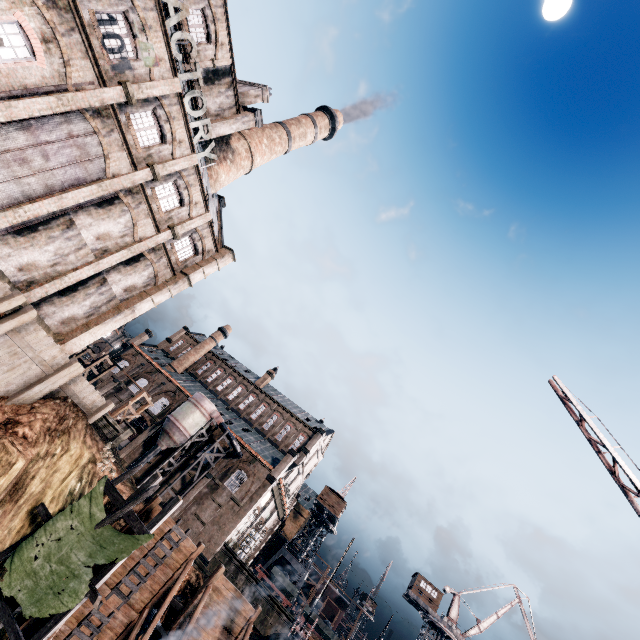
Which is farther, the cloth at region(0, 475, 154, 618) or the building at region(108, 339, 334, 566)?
the building at region(108, 339, 334, 566)

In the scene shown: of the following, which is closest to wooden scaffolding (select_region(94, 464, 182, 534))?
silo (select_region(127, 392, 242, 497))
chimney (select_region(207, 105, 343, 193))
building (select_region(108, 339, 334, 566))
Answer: silo (select_region(127, 392, 242, 497))

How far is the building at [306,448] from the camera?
40.2m

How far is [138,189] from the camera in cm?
2180

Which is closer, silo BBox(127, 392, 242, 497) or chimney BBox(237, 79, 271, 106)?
chimney BBox(237, 79, 271, 106)

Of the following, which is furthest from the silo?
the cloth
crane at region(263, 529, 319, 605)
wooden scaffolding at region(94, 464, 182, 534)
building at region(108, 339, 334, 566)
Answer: crane at region(263, 529, 319, 605)

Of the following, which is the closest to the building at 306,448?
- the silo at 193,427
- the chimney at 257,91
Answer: the silo at 193,427

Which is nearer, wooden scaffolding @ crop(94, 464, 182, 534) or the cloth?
the cloth
